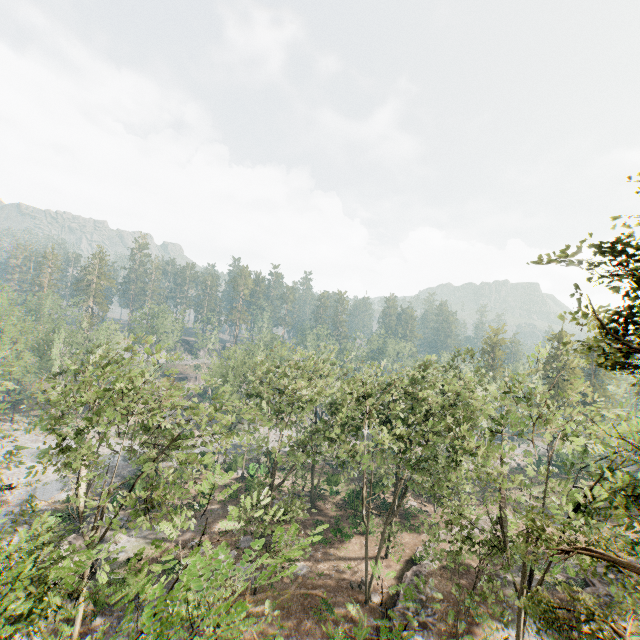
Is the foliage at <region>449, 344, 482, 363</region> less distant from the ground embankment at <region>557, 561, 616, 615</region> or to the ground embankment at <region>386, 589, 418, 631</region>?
the ground embankment at <region>386, 589, 418, 631</region>

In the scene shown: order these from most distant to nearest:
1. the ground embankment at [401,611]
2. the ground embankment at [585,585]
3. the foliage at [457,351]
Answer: the foliage at [457,351] → the ground embankment at [585,585] → the ground embankment at [401,611]

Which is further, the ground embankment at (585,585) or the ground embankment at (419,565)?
the ground embankment at (585,585)

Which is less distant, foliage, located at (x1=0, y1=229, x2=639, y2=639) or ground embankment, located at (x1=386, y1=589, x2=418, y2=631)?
foliage, located at (x1=0, y1=229, x2=639, y2=639)

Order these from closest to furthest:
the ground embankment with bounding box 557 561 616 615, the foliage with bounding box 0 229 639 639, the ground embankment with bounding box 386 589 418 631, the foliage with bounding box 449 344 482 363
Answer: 1. the foliage with bounding box 0 229 639 639
2. the ground embankment with bounding box 386 589 418 631
3. the ground embankment with bounding box 557 561 616 615
4. the foliage with bounding box 449 344 482 363

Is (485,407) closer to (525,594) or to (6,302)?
(525,594)

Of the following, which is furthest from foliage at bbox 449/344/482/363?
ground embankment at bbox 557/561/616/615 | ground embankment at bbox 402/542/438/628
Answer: ground embankment at bbox 557/561/616/615
